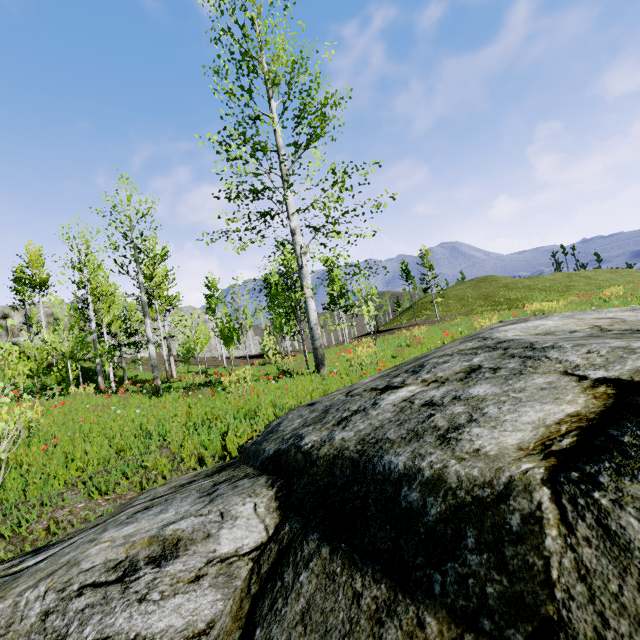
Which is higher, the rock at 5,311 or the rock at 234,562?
the rock at 5,311

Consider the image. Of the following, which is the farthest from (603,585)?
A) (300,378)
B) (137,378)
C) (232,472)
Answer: (137,378)

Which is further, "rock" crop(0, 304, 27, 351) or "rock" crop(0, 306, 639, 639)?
"rock" crop(0, 304, 27, 351)

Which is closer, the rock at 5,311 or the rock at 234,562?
the rock at 234,562

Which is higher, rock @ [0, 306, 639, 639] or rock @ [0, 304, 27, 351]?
rock @ [0, 304, 27, 351]
